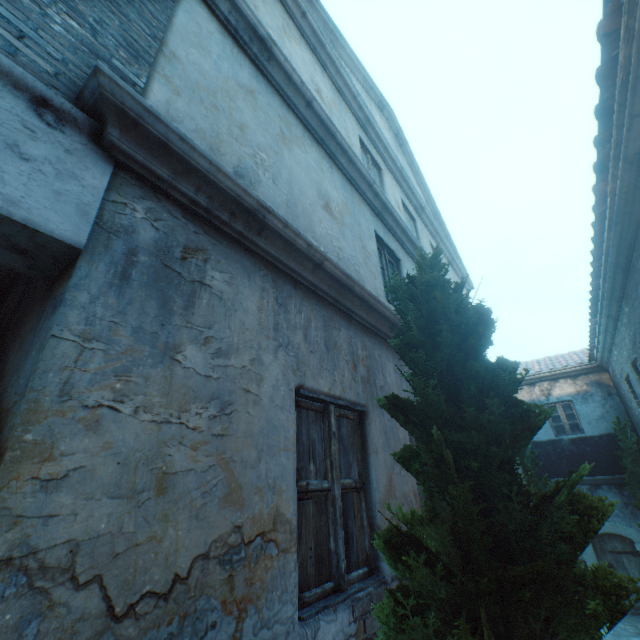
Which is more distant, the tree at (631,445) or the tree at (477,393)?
the tree at (631,445)

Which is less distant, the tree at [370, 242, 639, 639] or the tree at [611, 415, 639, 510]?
the tree at [370, 242, 639, 639]

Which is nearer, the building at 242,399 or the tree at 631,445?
the building at 242,399

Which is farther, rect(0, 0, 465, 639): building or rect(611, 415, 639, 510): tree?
rect(611, 415, 639, 510): tree

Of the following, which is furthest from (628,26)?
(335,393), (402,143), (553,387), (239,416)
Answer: (553,387)
